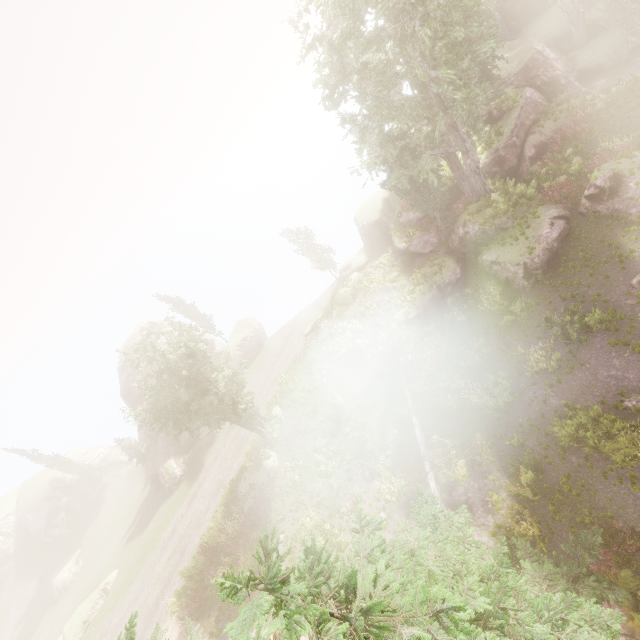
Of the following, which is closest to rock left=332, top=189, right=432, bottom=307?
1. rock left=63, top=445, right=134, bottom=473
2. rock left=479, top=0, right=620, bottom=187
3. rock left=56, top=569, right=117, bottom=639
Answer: rock left=479, top=0, right=620, bottom=187

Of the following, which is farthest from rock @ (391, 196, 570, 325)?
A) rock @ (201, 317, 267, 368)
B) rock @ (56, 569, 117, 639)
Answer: rock @ (56, 569, 117, 639)

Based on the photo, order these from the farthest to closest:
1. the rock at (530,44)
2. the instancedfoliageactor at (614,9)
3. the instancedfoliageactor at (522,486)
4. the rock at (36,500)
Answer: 1. the rock at (36,500)
2. the rock at (530,44)
3. the instancedfoliageactor at (614,9)
4. the instancedfoliageactor at (522,486)

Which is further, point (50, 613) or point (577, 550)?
point (50, 613)

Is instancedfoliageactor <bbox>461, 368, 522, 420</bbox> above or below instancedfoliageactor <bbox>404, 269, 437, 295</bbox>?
below

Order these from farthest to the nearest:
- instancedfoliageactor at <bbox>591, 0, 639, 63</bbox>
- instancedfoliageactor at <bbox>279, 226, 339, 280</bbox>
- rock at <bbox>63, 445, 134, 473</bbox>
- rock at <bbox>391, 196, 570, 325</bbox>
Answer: rock at <bbox>63, 445, 134, 473</bbox> < instancedfoliageactor at <bbox>279, 226, 339, 280</bbox> < instancedfoliageactor at <bbox>591, 0, 639, 63</bbox> < rock at <bbox>391, 196, 570, 325</bbox>

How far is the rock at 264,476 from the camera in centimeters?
2481cm
